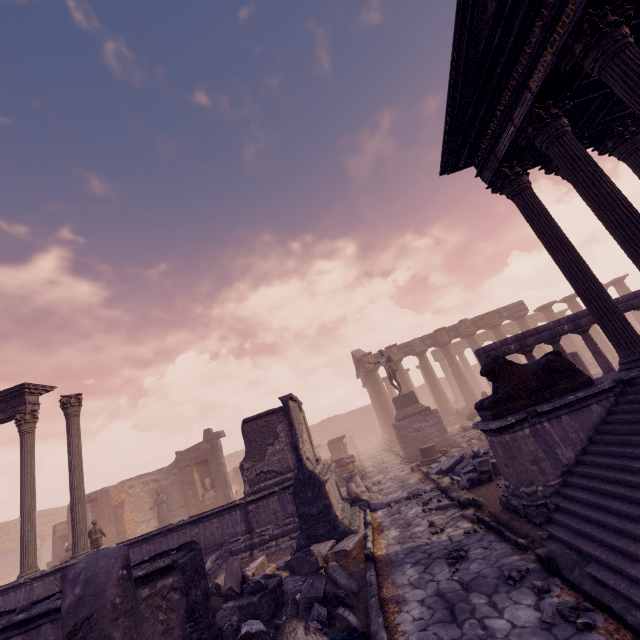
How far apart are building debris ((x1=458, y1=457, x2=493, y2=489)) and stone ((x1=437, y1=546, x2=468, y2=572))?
3.2 meters

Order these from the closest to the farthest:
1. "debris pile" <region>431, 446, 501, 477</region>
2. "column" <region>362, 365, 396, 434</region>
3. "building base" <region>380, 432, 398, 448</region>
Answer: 1. "debris pile" <region>431, 446, 501, 477</region>
2. "building base" <region>380, 432, 398, 448</region>
3. "column" <region>362, 365, 396, 434</region>

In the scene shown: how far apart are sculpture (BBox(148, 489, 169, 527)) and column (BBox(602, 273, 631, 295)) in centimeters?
3780cm

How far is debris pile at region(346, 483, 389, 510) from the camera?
10.2 meters

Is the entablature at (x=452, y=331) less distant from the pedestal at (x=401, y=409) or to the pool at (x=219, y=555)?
the pedestal at (x=401, y=409)

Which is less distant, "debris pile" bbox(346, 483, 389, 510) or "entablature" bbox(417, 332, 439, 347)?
"debris pile" bbox(346, 483, 389, 510)

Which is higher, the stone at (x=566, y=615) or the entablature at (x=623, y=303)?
the entablature at (x=623, y=303)

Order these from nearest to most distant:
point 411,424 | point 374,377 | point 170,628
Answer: point 170,628, point 411,424, point 374,377
